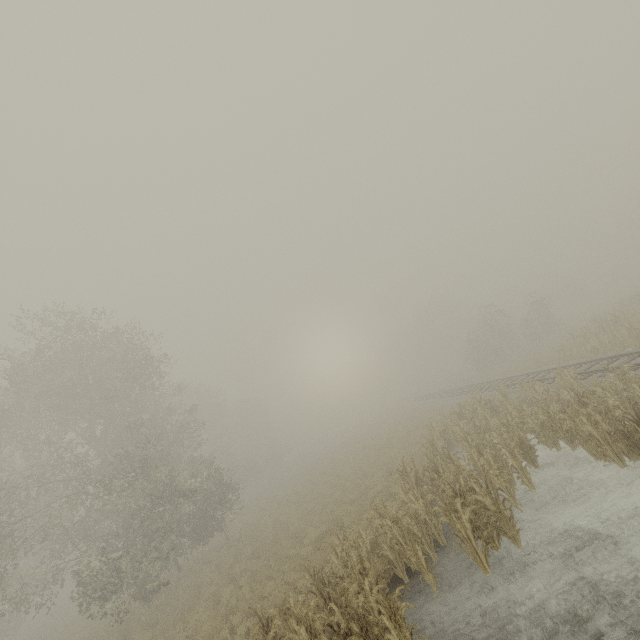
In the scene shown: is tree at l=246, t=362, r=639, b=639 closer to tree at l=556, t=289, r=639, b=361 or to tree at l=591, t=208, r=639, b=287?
tree at l=556, t=289, r=639, b=361

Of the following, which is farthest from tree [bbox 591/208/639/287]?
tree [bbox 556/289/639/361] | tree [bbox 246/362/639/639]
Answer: tree [bbox 246/362/639/639]

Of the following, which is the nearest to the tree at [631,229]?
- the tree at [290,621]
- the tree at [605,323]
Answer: the tree at [605,323]

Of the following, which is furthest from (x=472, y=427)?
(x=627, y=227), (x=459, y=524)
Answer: (x=627, y=227)

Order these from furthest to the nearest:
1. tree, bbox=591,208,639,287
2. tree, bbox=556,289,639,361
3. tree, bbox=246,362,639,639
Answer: tree, bbox=591,208,639,287 → tree, bbox=556,289,639,361 → tree, bbox=246,362,639,639

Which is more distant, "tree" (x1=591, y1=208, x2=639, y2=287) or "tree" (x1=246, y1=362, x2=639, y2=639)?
"tree" (x1=591, y1=208, x2=639, y2=287)
